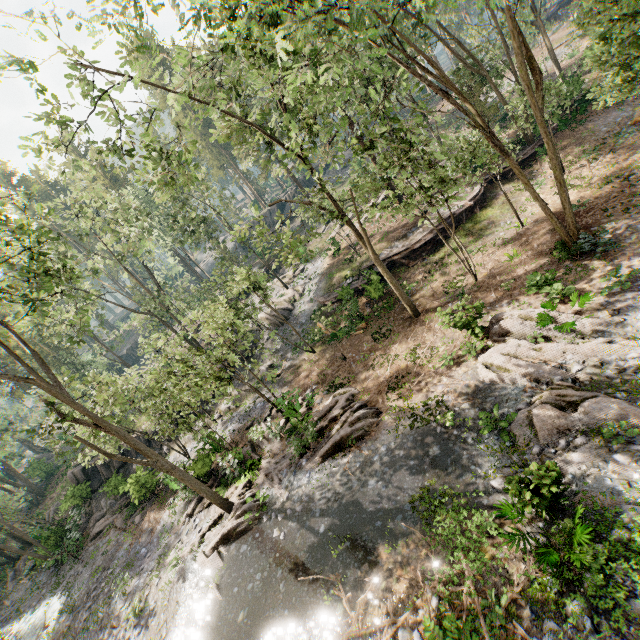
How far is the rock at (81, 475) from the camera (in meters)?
22.86

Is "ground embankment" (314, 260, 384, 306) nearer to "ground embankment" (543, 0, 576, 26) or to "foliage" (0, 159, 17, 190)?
"foliage" (0, 159, 17, 190)

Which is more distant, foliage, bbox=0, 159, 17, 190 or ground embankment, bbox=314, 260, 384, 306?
foliage, bbox=0, 159, 17, 190

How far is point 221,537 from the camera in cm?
1524

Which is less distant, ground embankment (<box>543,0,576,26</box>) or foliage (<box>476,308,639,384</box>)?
foliage (<box>476,308,639,384</box>)

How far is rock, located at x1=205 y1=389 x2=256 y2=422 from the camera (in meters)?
26.28

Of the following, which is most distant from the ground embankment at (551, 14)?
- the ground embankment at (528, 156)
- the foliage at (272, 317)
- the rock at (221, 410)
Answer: the rock at (221, 410)
